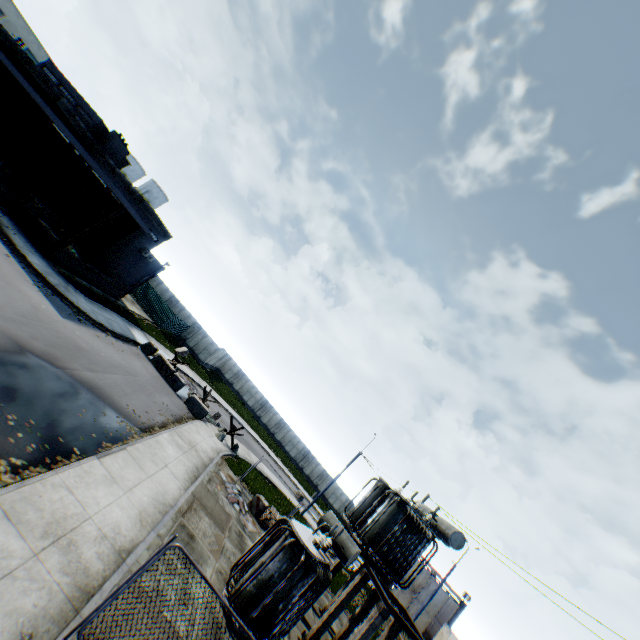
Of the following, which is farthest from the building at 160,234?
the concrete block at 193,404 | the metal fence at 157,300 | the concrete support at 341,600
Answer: the concrete support at 341,600

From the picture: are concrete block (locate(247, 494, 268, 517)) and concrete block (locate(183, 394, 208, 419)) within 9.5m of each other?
yes

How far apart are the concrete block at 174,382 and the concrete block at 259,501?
9.8m

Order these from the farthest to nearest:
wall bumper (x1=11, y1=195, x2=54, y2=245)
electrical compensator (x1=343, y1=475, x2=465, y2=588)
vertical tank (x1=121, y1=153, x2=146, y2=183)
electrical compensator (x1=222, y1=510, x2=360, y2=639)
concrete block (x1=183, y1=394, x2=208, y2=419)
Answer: vertical tank (x1=121, y1=153, x2=146, y2=183)
concrete block (x1=183, y1=394, x2=208, y2=419)
wall bumper (x1=11, y1=195, x2=54, y2=245)
electrical compensator (x1=343, y1=475, x2=465, y2=588)
electrical compensator (x1=222, y1=510, x2=360, y2=639)

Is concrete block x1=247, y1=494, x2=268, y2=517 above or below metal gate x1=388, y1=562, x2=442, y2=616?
below

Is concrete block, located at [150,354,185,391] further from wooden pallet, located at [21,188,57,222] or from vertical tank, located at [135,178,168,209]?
vertical tank, located at [135,178,168,209]

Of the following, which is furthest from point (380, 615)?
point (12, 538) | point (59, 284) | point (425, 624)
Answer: point (425, 624)

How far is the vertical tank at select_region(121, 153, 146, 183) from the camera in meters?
53.5
